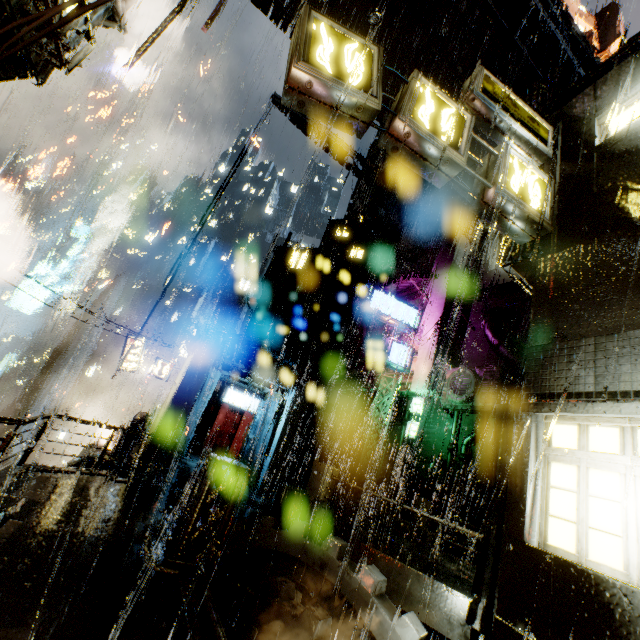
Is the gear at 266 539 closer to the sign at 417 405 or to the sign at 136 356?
the sign at 417 405

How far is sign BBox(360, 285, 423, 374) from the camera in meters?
19.2 m

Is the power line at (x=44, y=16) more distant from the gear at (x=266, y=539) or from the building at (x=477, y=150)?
the gear at (x=266, y=539)

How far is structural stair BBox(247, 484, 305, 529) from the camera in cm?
983

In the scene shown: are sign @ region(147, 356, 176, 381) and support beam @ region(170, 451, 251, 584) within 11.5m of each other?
no

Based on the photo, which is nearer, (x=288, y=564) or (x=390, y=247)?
(x=288, y=564)

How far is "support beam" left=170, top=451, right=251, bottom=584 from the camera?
7.50m

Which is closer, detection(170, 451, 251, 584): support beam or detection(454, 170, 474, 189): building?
detection(170, 451, 251, 584): support beam
